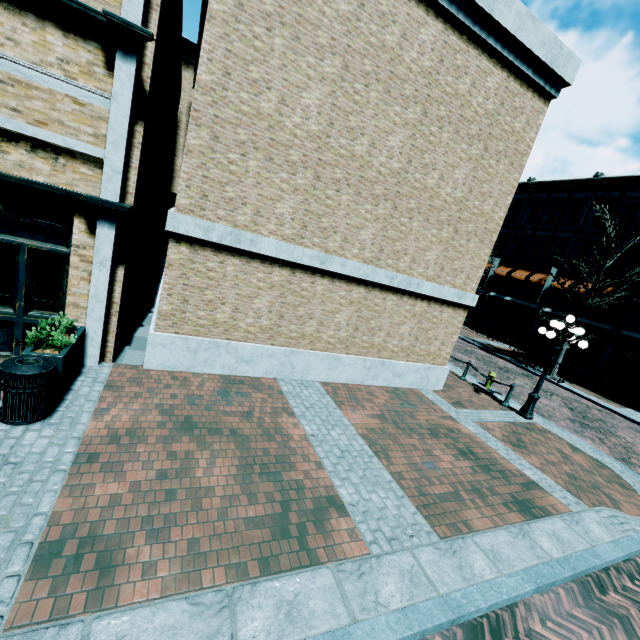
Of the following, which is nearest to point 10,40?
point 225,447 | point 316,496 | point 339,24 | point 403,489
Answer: point 339,24

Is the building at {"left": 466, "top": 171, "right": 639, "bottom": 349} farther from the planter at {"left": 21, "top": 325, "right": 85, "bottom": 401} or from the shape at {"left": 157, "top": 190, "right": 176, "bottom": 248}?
the shape at {"left": 157, "top": 190, "right": 176, "bottom": 248}

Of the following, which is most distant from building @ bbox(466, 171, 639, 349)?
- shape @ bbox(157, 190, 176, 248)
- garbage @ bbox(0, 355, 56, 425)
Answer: shape @ bbox(157, 190, 176, 248)

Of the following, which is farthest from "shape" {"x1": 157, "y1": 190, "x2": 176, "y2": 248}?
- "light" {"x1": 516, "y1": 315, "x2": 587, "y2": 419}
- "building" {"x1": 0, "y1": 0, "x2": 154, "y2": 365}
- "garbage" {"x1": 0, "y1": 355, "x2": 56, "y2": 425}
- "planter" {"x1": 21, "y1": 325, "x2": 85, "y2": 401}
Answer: "light" {"x1": 516, "y1": 315, "x2": 587, "y2": 419}

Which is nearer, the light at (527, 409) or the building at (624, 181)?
the light at (527, 409)

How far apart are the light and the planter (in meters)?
12.33

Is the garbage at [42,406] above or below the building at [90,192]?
below
